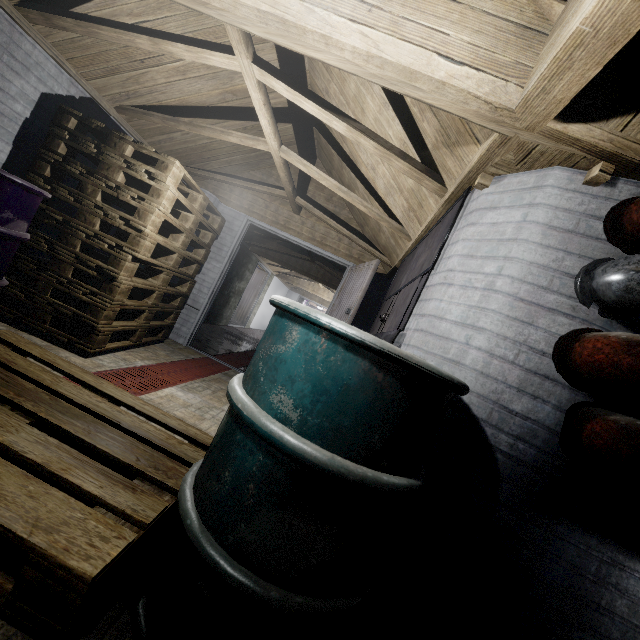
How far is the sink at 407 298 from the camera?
1.6m

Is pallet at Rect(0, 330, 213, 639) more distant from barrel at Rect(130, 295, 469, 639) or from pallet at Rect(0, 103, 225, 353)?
pallet at Rect(0, 103, 225, 353)

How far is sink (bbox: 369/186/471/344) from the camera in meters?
1.6

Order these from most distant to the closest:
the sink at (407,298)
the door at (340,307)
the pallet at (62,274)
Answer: the door at (340,307) < the pallet at (62,274) < the sink at (407,298)

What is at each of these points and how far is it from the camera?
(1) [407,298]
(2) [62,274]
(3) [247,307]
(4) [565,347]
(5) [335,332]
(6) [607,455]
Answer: (1) sink, 1.9m
(2) pallet, 2.5m
(3) door, 10.4m
(4) pipe, 1.1m
(5) barrel, 0.8m
(6) pipe, 0.9m

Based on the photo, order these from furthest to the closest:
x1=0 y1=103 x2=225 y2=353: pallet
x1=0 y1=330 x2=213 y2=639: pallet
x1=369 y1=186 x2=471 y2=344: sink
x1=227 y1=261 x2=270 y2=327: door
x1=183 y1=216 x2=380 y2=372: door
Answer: x1=227 y1=261 x2=270 y2=327: door < x1=183 y1=216 x2=380 y2=372: door < x1=0 y1=103 x2=225 y2=353: pallet < x1=369 y1=186 x2=471 y2=344: sink < x1=0 y1=330 x2=213 y2=639: pallet

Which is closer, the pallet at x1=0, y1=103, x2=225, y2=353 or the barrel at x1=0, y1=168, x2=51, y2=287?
the barrel at x1=0, y1=168, x2=51, y2=287

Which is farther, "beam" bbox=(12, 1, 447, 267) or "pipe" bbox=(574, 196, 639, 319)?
"beam" bbox=(12, 1, 447, 267)
